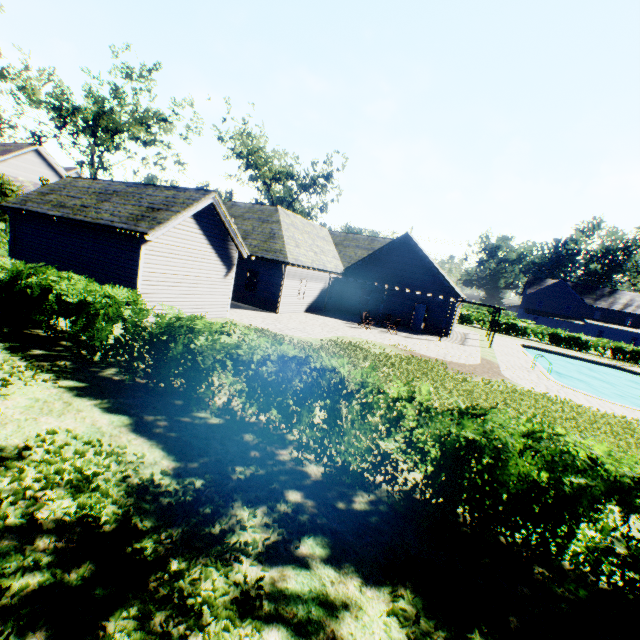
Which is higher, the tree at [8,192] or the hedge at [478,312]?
the tree at [8,192]

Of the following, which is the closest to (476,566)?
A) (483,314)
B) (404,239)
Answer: (404,239)

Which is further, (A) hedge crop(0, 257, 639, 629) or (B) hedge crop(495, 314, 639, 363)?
(B) hedge crop(495, 314, 639, 363)

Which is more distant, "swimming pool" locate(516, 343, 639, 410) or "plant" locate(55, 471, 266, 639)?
"swimming pool" locate(516, 343, 639, 410)

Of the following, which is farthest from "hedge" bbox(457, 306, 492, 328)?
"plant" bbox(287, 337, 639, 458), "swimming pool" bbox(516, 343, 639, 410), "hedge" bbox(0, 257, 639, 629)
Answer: "hedge" bbox(0, 257, 639, 629)

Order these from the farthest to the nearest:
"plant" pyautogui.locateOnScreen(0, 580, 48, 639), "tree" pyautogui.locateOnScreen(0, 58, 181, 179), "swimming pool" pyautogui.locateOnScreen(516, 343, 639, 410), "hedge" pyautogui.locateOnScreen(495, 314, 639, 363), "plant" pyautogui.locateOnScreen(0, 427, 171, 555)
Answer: "hedge" pyautogui.locateOnScreen(495, 314, 639, 363) → "swimming pool" pyautogui.locateOnScreen(516, 343, 639, 410) → "tree" pyautogui.locateOnScreen(0, 58, 181, 179) → "plant" pyautogui.locateOnScreen(0, 427, 171, 555) → "plant" pyautogui.locateOnScreen(0, 580, 48, 639)

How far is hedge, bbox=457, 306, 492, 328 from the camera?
41.5 meters

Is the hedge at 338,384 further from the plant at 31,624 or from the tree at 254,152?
the tree at 254,152
